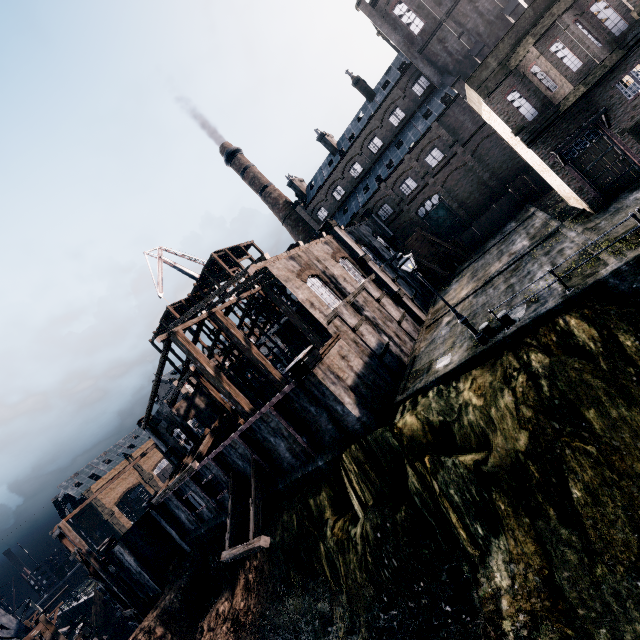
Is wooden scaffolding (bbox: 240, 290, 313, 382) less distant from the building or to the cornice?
the building

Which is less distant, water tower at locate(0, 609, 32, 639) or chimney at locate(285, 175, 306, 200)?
water tower at locate(0, 609, 32, 639)

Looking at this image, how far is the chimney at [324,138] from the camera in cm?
5312

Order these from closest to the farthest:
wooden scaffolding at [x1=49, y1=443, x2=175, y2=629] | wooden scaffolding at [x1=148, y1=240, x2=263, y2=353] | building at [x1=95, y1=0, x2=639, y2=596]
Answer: building at [x1=95, y1=0, x2=639, y2=596] → wooden scaffolding at [x1=49, y1=443, x2=175, y2=629] → wooden scaffolding at [x1=148, y1=240, x2=263, y2=353]

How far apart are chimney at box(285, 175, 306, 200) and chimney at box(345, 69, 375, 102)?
16.8m

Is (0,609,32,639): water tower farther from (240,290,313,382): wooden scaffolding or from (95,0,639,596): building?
(240,290,313,382): wooden scaffolding

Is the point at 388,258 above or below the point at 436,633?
above

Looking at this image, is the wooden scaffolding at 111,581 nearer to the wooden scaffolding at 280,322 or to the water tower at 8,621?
the wooden scaffolding at 280,322
